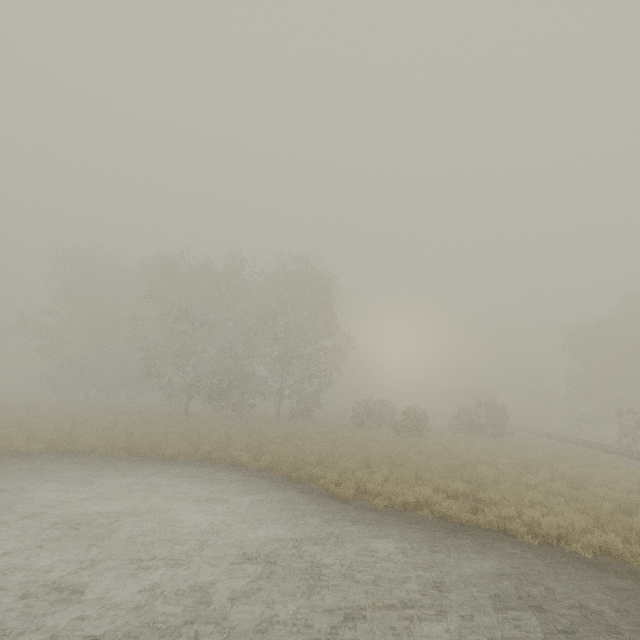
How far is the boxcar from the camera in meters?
48.4

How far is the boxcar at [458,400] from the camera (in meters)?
48.38

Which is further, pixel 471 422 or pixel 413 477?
pixel 471 422

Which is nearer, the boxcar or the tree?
the tree

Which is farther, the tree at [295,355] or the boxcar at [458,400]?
the boxcar at [458,400]
